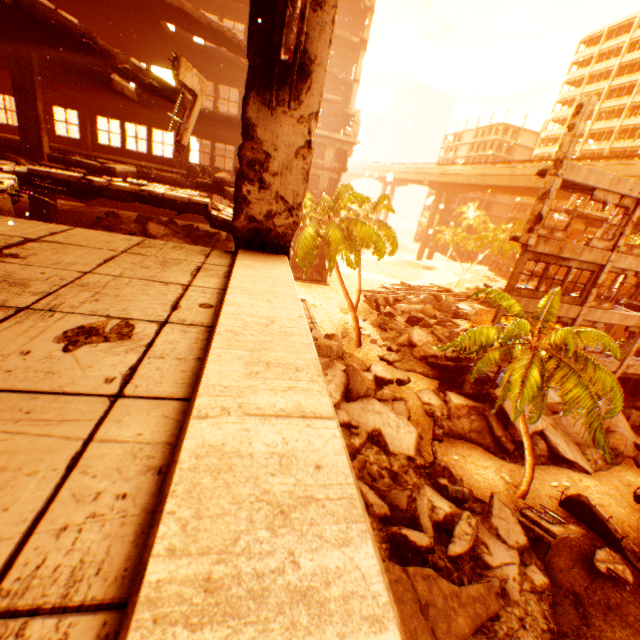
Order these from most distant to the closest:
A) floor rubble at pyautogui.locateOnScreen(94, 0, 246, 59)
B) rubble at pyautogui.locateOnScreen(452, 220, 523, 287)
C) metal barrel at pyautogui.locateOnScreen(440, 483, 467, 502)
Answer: rubble at pyautogui.locateOnScreen(452, 220, 523, 287) → metal barrel at pyautogui.locateOnScreen(440, 483, 467, 502) → floor rubble at pyautogui.locateOnScreen(94, 0, 246, 59)

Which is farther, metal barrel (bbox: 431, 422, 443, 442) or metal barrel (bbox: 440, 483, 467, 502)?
metal barrel (bbox: 431, 422, 443, 442)

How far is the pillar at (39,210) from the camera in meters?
10.8 m

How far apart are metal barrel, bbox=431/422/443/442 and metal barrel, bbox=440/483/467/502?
3.8m

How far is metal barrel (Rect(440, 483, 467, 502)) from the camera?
12.1m

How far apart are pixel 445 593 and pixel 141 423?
11.1 meters

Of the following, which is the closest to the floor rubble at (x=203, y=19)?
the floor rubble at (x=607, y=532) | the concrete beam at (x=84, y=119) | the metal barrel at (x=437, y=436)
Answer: the concrete beam at (x=84, y=119)

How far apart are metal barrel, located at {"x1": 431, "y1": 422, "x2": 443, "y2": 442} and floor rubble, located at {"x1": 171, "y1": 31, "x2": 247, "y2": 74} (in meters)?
20.82
